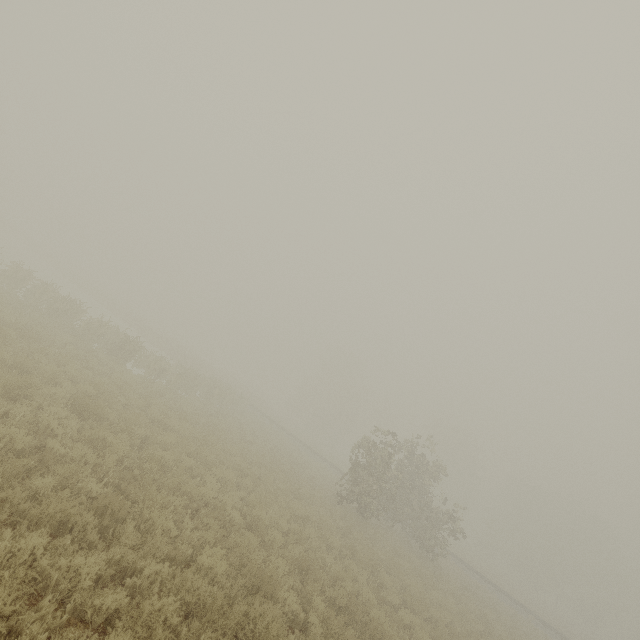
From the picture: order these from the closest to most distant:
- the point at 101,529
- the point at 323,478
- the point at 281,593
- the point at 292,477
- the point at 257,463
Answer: the point at 101,529 → the point at 281,593 → the point at 257,463 → the point at 292,477 → the point at 323,478
